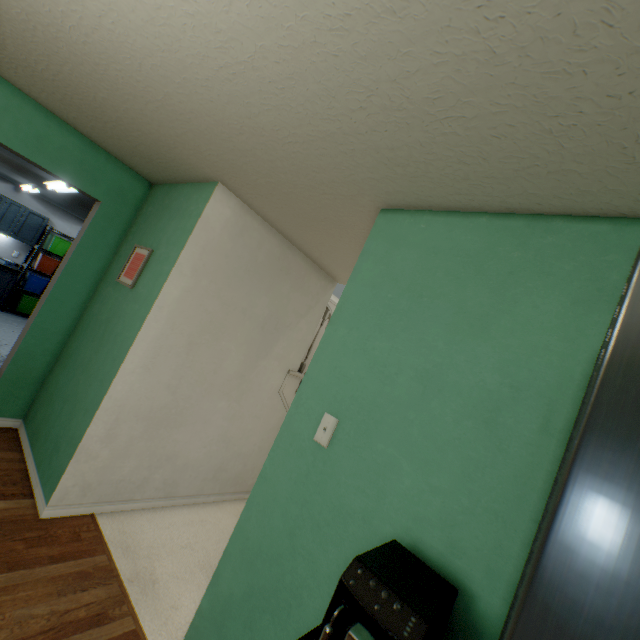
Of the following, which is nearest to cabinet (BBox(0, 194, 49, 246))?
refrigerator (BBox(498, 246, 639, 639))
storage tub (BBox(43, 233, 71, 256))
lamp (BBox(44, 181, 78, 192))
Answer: storage tub (BBox(43, 233, 71, 256))

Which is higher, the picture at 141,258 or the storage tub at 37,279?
the picture at 141,258

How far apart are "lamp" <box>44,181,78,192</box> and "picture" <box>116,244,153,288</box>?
1.76m

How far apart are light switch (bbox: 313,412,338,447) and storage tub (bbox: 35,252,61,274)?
8.2m

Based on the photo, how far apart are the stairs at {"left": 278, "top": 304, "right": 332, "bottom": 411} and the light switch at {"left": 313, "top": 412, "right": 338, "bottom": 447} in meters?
1.8 m

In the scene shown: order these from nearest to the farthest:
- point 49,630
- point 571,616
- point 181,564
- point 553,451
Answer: point 571,616 → point 553,451 → point 49,630 → point 181,564

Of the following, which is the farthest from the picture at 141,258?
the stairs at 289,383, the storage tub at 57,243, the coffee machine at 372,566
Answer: the storage tub at 57,243

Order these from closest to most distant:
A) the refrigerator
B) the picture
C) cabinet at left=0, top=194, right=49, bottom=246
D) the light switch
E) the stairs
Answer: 1. the refrigerator
2. the light switch
3. the picture
4. the stairs
5. cabinet at left=0, top=194, right=49, bottom=246
